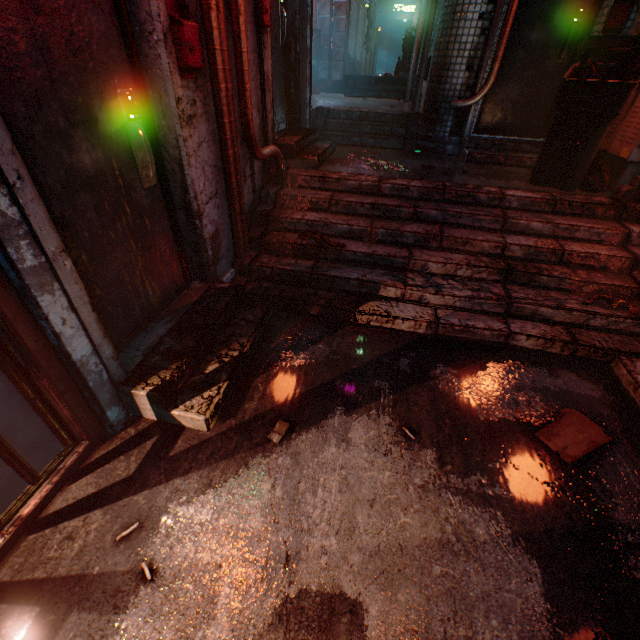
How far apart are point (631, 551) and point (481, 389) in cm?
98

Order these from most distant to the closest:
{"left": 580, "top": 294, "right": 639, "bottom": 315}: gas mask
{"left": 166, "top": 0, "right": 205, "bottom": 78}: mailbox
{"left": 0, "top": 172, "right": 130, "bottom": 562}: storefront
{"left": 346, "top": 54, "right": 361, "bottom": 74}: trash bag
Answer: {"left": 346, "top": 54, "right": 361, "bottom": 74}: trash bag < {"left": 580, "top": 294, "right": 639, "bottom": 315}: gas mask < {"left": 166, "top": 0, "right": 205, "bottom": 78}: mailbox < {"left": 0, "top": 172, "right": 130, "bottom": 562}: storefront

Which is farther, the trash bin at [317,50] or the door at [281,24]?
the trash bin at [317,50]

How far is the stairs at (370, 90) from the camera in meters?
7.5 m

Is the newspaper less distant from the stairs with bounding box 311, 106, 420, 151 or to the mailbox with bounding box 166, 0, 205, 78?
the mailbox with bounding box 166, 0, 205, 78

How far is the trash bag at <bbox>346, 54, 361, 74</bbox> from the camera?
9.2m

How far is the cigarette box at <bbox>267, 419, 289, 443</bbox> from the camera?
1.8m

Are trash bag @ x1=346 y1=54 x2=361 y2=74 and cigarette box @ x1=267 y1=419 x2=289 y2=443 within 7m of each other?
no
